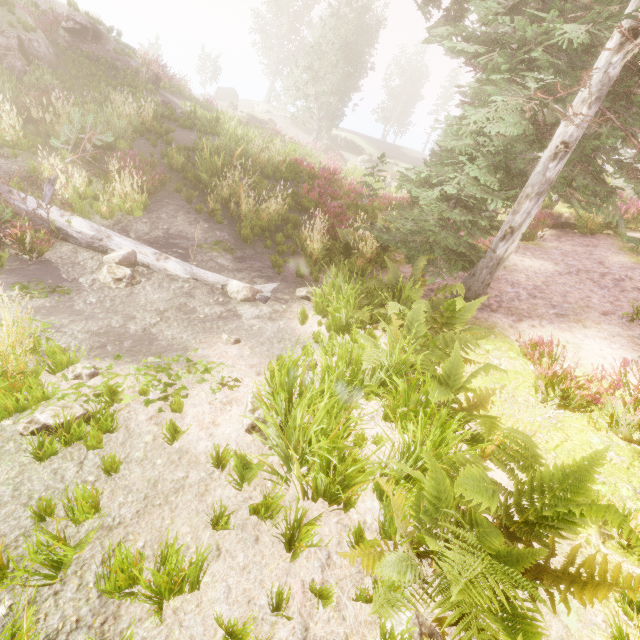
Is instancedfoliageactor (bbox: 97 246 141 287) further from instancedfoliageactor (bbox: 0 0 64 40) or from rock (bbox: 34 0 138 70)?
rock (bbox: 34 0 138 70)

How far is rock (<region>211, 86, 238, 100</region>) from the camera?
45.78m

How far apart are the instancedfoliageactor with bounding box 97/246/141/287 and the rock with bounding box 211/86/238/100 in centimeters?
5070cm

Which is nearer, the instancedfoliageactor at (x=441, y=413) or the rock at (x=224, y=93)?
the instancedfoliageactor at (x=441, y=413)

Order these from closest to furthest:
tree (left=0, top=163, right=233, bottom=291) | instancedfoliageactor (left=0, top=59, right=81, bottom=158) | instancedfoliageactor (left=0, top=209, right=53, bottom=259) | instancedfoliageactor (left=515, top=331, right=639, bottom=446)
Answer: instancedfoliageactor (left=515, top=331, right=639, bottom=446)
instancedfoliageactor (left=0, top=209, right=53, bottom=259)
tree (left=0, top=163, right=233, bottom=291)
instancedfoliageactor (left=0, top=59, right=81, bottom=158)

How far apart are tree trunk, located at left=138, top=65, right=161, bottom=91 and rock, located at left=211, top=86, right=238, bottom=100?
32.2m

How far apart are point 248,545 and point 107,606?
0.9 meters

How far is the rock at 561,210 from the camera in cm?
1240
